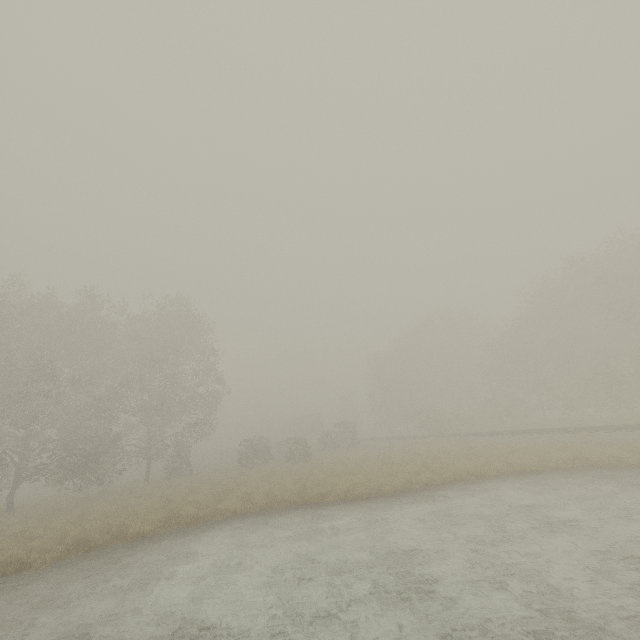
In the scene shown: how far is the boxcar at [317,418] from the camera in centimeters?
5742cm

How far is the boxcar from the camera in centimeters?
5742cm

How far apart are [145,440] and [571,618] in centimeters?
3317cm
